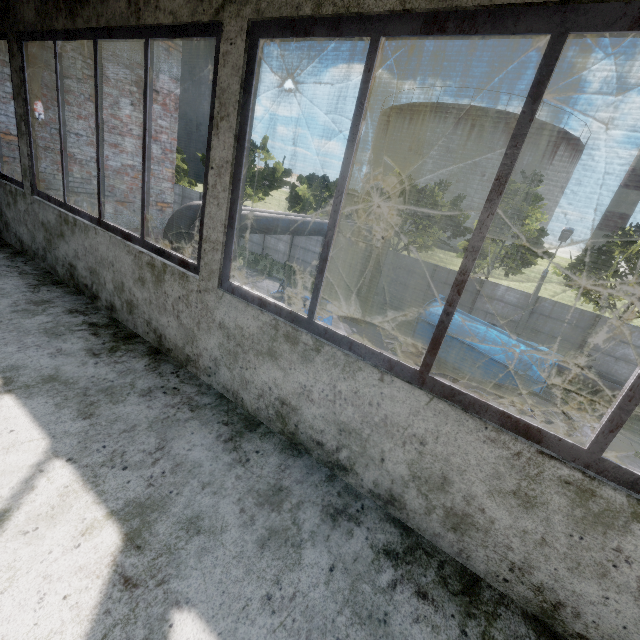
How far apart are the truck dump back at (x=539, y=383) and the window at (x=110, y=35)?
12.14m

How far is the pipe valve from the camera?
15.5m

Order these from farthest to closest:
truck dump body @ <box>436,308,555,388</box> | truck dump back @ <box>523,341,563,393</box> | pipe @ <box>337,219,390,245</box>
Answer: pipe @ <box>337,219,390,245</box>
truck dump body @ <box>436,308,555,388</box>
truck dump back @ <box>523,341,563,393</box>

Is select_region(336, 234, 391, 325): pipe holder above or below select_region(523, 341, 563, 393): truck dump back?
below

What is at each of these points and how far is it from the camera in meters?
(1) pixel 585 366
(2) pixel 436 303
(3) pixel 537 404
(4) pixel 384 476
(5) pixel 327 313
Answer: (1) pipe valve, 15.6 m
(2) truck dump body, 15.4 m
(3) truck, 7.8 m
(4) building, 1.8 m
(5) truck, 9.1 m

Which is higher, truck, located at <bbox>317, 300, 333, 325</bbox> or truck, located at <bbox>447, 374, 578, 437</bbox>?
truck, located at <bbox>317, 300, 333, 325</bbox>

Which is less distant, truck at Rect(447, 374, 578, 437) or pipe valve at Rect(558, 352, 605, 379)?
truck at Rect(447, 374, 578, 437)

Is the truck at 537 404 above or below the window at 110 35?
below
